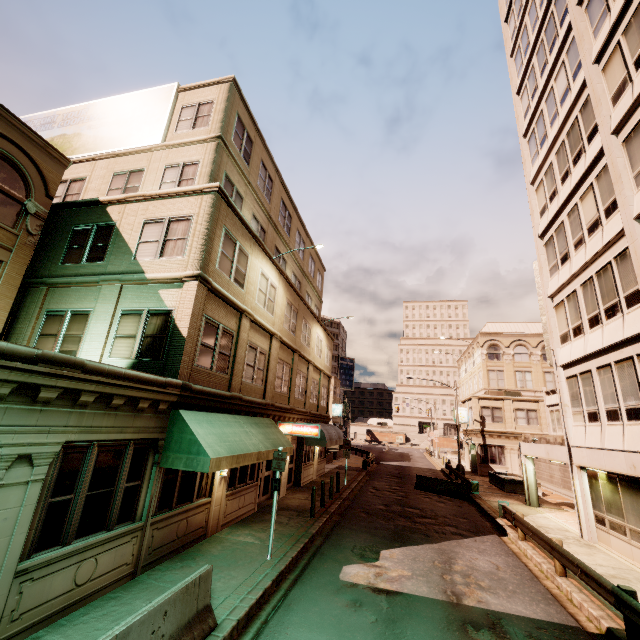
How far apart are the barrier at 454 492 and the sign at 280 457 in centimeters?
1642cm

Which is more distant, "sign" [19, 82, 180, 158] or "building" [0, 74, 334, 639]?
"sign" [19, 82, 180, 158]

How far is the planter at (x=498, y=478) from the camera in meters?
24.5 m

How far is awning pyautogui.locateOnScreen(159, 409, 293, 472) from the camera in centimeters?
854cm

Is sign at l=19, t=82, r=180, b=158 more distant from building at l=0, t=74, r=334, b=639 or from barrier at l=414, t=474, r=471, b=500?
barrier at l=414, t=474, r=471, b=500

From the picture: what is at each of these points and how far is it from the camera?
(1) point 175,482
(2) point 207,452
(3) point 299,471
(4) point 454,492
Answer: (1) building, 9.4m
(2) awning, 8.5m
(3) building, 20.9m
(4) barrier, 21.8m

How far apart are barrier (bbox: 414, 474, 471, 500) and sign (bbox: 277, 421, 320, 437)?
12.0m

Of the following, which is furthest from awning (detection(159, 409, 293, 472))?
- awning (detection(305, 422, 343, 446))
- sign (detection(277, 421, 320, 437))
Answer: awning (detection(305, 422, 343, 446))
